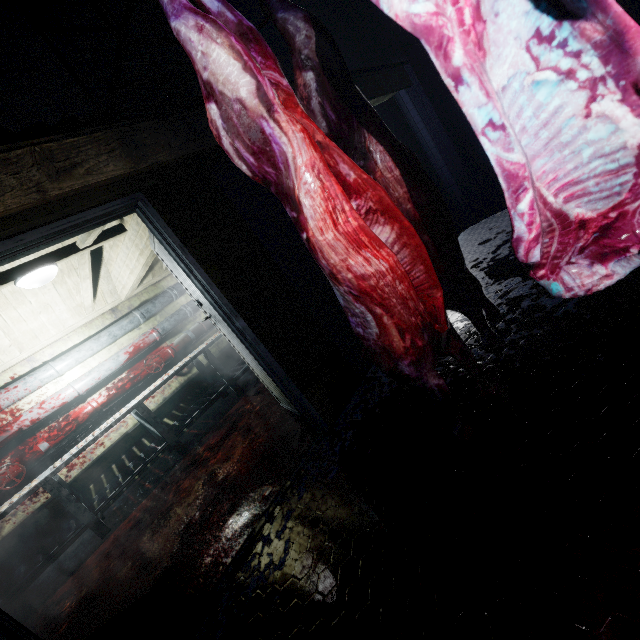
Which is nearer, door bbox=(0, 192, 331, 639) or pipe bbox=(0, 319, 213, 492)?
door bbox=(0, 192, 331, 639)

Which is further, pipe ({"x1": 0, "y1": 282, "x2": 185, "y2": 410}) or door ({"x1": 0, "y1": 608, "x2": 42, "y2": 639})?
pipe ({"x1": 0, "y1": 282, "x2": 185, "y2": 410})

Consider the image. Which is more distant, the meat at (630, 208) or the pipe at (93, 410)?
the pipe at (93, 410)

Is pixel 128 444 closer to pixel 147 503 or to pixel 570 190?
pixel 147 503

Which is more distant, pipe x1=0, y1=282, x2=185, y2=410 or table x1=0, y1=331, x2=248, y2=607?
pipe x1=0, y1=282, x2=185, y2=410

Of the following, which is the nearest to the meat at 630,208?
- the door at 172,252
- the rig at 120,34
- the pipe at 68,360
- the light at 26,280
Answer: the rig at 120,34

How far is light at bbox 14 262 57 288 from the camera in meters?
2.6 m

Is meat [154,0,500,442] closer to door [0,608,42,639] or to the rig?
the rig
